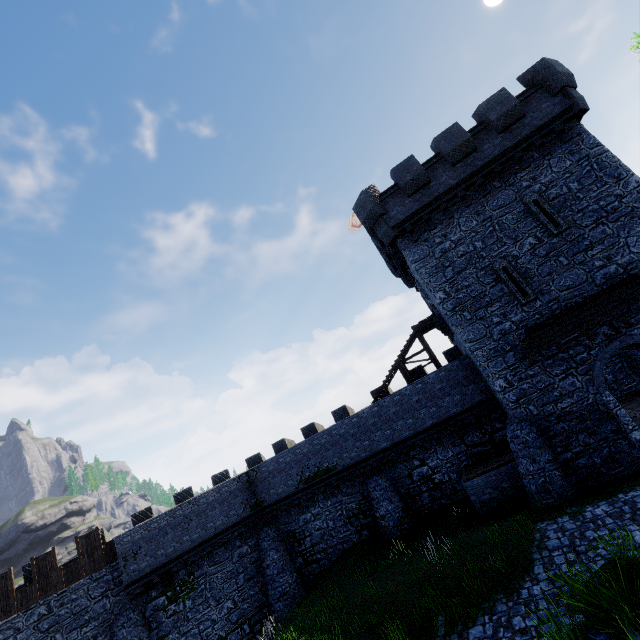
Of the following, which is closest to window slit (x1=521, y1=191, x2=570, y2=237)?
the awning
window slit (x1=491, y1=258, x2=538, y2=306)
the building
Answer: the building

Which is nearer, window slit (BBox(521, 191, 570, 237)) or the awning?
the awning

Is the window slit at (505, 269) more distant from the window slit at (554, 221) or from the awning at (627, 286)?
the window slit at (554, 221)

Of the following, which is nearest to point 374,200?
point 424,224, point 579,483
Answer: point 424,224

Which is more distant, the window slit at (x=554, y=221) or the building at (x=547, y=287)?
the window slit at (x=554, y=221)

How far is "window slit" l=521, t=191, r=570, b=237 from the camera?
14.6m

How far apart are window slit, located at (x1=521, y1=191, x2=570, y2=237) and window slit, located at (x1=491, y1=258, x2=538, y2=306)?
1.8 meters

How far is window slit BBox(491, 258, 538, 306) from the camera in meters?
14.7
